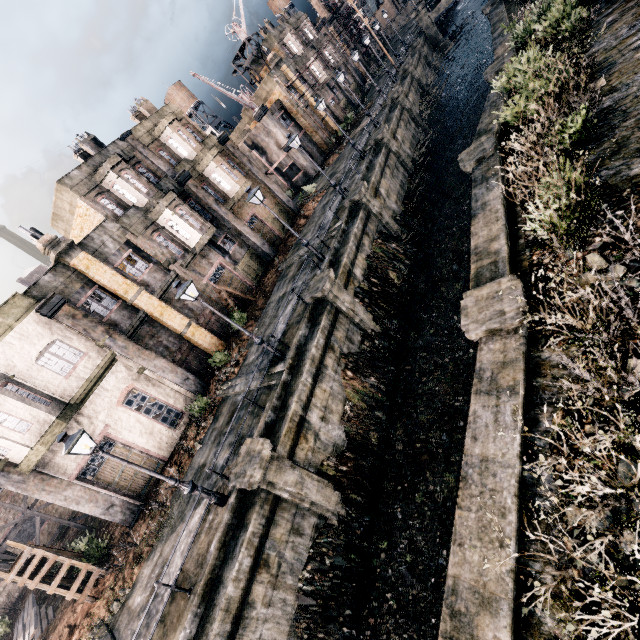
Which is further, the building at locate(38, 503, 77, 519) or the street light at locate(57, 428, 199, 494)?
the building at locate(38, 503, 77, 519)

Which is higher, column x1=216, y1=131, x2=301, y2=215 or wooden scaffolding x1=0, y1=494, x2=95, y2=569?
column x1=216, y1=131, x2=301, y2=215

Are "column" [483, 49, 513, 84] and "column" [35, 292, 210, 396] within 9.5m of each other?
no

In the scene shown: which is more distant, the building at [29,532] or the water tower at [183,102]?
the water tower at [183,102]

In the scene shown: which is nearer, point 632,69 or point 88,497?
point 632,69

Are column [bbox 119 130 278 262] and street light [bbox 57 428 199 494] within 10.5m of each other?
no

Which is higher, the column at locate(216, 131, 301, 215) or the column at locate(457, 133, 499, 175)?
the column at locate(216, 131, 301, 215)

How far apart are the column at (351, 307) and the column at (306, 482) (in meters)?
7.20
